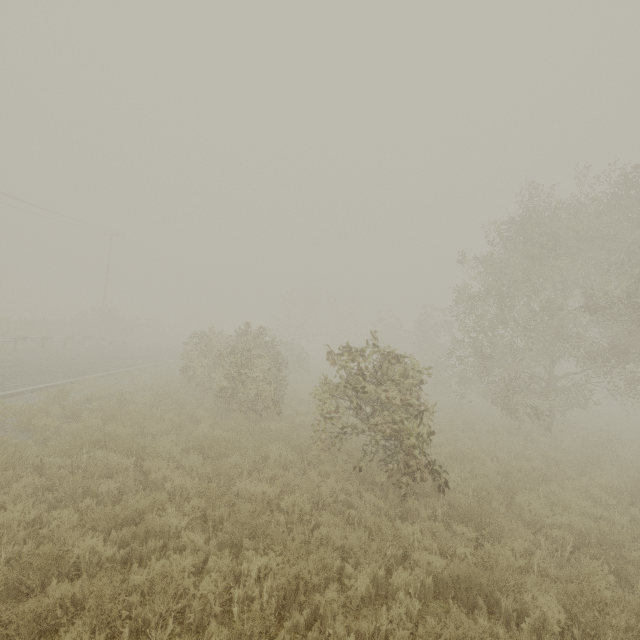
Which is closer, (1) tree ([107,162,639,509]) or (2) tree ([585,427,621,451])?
(1) tree ([107,162,639,509])

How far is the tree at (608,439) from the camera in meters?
13.7

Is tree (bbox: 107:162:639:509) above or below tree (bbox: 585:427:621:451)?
above

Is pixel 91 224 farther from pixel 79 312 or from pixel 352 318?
pixel 352 318

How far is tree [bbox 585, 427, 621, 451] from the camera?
13.7 meters

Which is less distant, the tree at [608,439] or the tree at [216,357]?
the tree at [216,357]
